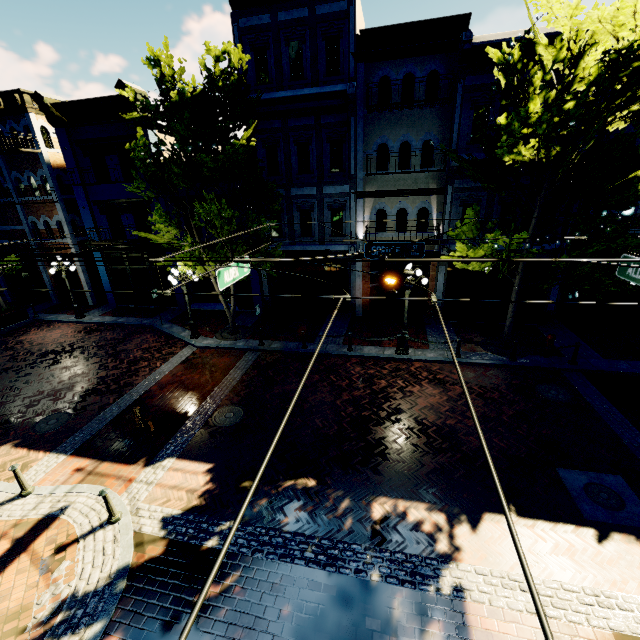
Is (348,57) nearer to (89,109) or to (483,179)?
(483,179)

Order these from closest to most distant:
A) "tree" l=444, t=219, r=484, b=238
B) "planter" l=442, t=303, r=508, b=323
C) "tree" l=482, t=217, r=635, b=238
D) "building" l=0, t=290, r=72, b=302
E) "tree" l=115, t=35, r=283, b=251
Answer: "tree" l=482, t=217, r=635, b=238 → "tree" l=115, t=35, r=283, b=251 → "tree" l=444, t=219, r=484, b=238 → "planter" l=442, t=303, r=508, b=323 → "building" l=0, t=290, r=72, b=302

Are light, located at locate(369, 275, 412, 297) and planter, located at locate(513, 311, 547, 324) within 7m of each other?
no

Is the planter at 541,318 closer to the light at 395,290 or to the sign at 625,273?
the sign at 625,273

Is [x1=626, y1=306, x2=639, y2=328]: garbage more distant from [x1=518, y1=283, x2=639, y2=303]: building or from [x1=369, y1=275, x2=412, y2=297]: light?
[x1=369, y1=275, x2=412, y2=297]: light

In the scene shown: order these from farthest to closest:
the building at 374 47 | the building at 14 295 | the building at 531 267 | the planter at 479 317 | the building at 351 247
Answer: the building at 14 295 → the building at 351 247 → the planter at 479 317 → the building at 531 267 → the building at 374 47

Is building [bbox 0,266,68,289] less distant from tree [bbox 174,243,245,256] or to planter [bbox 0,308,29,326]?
tree [bbox 174,243,245,256]

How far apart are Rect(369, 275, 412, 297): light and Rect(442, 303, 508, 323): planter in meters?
9.3
